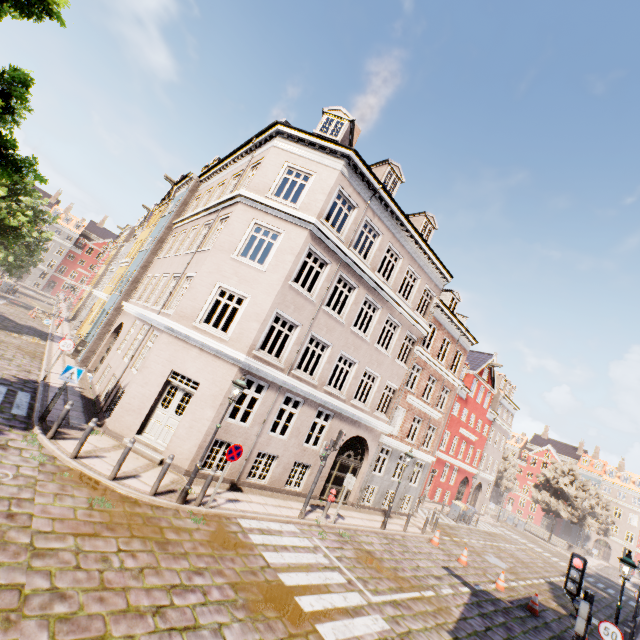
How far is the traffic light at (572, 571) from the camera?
6.50m

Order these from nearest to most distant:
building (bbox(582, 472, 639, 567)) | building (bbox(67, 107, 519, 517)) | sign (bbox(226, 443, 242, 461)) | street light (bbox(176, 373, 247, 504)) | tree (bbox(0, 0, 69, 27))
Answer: tree (bbox(0, 0, 69, 27)) → street light (bbox(176, 373, 247, 504)) → sign (bbox(226, 443, 242, 461)) → building (bbox(67, 107, 519, 517)) → building (bbox(582, 472, 639, 567))

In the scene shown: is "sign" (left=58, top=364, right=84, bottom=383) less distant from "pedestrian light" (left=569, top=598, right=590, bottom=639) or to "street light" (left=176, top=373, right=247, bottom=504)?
"street light" (left=176, top=373, right=247, bottom=504)

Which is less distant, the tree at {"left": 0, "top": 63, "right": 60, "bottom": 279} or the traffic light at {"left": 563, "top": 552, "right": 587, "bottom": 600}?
the traffic light at {"left": 563, "top": 552, "right": 587, "bottom": 600}

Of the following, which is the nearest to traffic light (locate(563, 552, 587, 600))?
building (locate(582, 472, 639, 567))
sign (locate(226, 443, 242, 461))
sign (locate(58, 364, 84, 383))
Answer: building (locate(582, 472, 639, 567))

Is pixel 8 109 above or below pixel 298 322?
above

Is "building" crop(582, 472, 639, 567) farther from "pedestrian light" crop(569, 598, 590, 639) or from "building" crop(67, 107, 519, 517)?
"building" crop(67, 107, 519, 517)

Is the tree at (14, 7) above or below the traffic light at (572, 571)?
above
